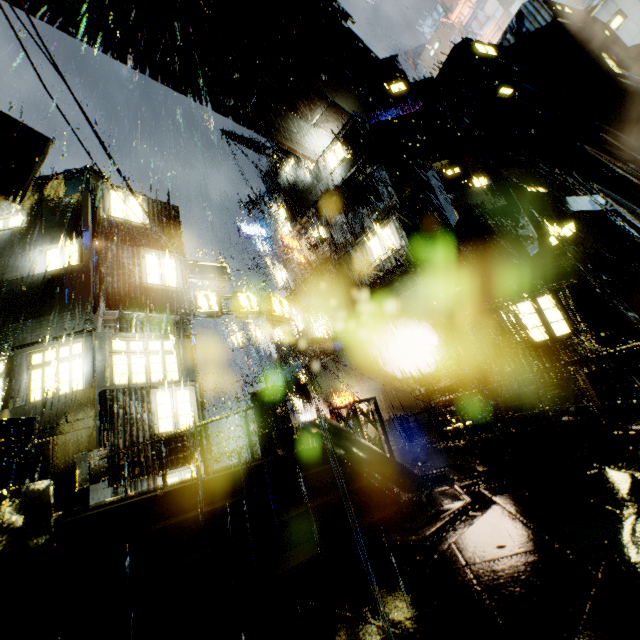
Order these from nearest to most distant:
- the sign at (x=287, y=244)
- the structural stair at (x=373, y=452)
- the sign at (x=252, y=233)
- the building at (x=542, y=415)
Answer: the structural stair at (x=373, y=452), the building at (x=542, y=415), the sign at (x=287, y=244), the sign at (x=252, y=233)

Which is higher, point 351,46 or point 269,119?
point 351,46

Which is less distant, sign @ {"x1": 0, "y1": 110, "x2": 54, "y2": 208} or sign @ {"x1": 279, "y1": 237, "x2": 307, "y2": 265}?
sign @ {"x1": 0, "y1": 110, "x2": 54, "y2": 208}

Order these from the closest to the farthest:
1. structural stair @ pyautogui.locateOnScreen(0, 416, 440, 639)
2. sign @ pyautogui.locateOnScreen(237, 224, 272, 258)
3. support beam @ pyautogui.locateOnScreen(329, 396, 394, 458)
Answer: structural stair @ pyautogui.locateOnScreen(0, 416, 440, 639)
support beam @ pyautogui.locateOnScreen(329, 396, 394, 458)
sign @ pyautogui.locateOnScreen(237, 224, 272, 258)

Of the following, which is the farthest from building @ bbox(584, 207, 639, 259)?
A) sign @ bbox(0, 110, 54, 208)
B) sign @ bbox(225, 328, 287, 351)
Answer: sign @ bbox(0, 110, 54, 208)

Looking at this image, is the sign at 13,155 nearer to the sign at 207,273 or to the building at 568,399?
the building at 568,399

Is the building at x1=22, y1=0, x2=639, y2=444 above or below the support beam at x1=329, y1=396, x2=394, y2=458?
above
